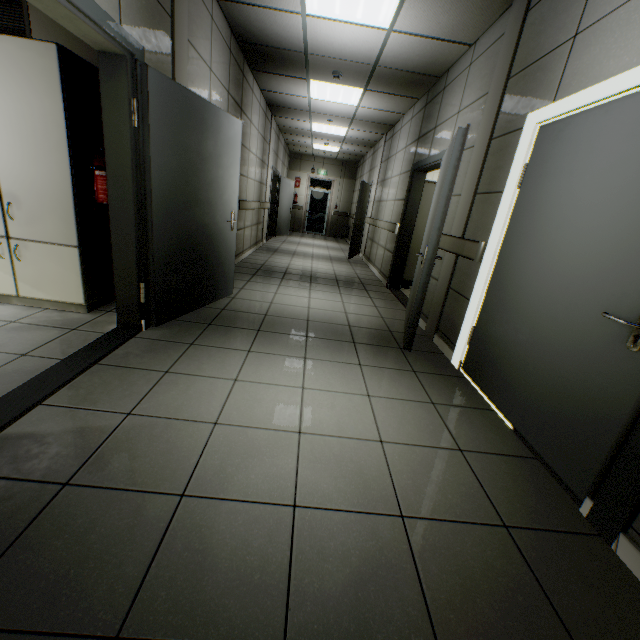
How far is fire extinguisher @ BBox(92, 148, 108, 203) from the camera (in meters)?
2.51

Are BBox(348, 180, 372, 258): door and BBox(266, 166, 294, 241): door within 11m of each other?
yes

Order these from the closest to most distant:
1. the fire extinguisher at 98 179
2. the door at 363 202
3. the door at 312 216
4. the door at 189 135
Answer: the door at 189 135 → the fire extinguisher at 98 179 → the door at 363 202 → the door at 312 216

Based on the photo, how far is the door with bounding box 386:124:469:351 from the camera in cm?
275

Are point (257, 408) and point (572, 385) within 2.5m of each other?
yes

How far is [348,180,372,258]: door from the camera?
8.5m

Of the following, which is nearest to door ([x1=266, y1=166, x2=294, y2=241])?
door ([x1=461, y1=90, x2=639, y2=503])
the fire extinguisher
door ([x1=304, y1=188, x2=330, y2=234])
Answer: door ([x1=304, y1=188, x2=330, y2=234])

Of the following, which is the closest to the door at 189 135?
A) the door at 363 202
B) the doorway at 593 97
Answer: A: the doorway at 593 97
